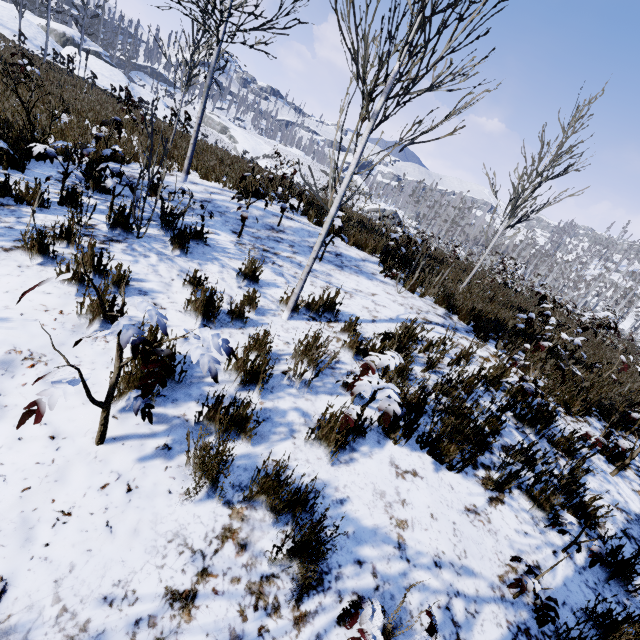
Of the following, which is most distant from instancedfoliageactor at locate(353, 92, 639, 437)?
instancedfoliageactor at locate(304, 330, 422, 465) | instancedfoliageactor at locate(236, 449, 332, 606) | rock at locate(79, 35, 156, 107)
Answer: rock at locate(79, 35, 156, 107)

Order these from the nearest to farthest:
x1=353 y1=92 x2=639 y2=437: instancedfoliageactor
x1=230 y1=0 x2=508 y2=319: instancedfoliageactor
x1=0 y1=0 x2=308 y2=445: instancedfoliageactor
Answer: x1=0 y1=0 x2=308 y2=445: instancedfoliageactor → x1=230 y1=0 x2=508 y2=319: instancedfoliageactor → x1=353 y1=92 x2=639 y2=437: instancedfoliageactor

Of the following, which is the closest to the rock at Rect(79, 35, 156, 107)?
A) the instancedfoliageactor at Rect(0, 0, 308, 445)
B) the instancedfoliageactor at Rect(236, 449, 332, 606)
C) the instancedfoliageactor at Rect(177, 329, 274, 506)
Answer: the instancedfoliageactor at Rect(0, 0, 308, 445)

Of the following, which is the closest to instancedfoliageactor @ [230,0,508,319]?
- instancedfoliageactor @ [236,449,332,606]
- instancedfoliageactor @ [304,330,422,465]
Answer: instancedfoliageactor @ [236,449,332,606]

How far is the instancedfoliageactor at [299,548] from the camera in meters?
1.7

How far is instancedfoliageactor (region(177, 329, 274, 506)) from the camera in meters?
1.9

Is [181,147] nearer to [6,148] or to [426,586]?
[6,148]

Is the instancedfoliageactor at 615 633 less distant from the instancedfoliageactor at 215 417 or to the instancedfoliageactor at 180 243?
the instancedfoliageactor at 180 243
